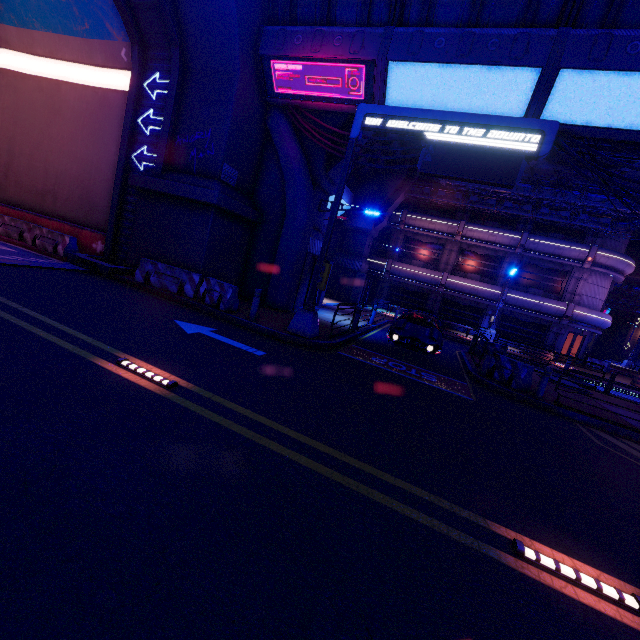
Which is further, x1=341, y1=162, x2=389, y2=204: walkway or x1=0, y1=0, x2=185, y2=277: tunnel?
x1=341, y1=162, x2=389, y2=204: walkway

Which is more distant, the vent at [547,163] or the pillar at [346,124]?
the vent at [547,163]

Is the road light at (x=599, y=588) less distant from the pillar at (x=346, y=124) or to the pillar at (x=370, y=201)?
the pillar at (x=346, y=124)

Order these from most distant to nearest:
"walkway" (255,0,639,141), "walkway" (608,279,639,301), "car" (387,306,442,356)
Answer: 1. "walkway" (608,279,639,301)
2. "car" (387,306,442,356)
3. "walkway" (255,0,639,141)

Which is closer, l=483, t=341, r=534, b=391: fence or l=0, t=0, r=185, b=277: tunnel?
l=483, t=341, r=534, b=391: fence

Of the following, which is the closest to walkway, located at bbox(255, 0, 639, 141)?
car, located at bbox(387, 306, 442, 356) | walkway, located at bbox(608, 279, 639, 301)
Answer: walkway, located at bbox(608, 279, 639, 301)

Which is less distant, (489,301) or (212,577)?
(212,577)

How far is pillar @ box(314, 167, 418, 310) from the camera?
26.39m
